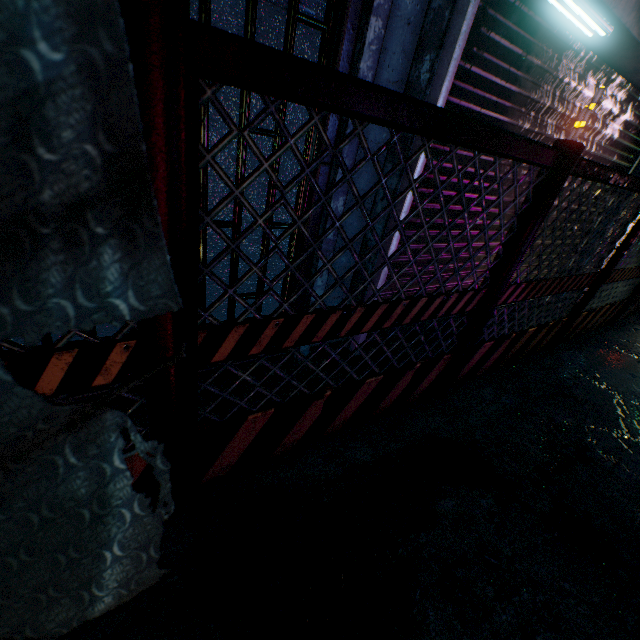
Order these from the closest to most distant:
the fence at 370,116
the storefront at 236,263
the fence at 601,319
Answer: the fence at 370,116
the storefront at 236,263
the fence at 601,319

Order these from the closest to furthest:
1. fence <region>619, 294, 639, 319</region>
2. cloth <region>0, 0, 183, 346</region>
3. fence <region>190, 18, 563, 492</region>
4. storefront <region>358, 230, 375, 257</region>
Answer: cloth <region>0, 0, 183, 346</region>
fence <region>190, 18, 563, 492</region>
storefront <region>358, 230, 375, 257</region>
fence <region>619, 294, 639, 319</region>

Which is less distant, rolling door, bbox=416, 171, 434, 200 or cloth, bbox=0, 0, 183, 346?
cloth, bbox=0, 0, 183, 346

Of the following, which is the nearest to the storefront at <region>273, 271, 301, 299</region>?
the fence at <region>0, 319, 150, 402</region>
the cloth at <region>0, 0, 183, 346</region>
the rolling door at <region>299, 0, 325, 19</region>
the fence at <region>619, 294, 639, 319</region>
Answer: the rolling door at <region>299, 0, 325, 19</region>

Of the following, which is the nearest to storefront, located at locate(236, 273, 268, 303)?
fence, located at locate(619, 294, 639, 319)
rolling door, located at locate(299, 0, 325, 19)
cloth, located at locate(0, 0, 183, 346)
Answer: rolling door, located at locate(299, 0, 325, 19)

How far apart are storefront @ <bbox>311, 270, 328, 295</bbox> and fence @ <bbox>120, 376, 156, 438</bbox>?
0.7m

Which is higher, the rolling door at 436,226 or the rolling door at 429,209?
the rolling door at 429,209

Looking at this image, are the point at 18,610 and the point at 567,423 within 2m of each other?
no
